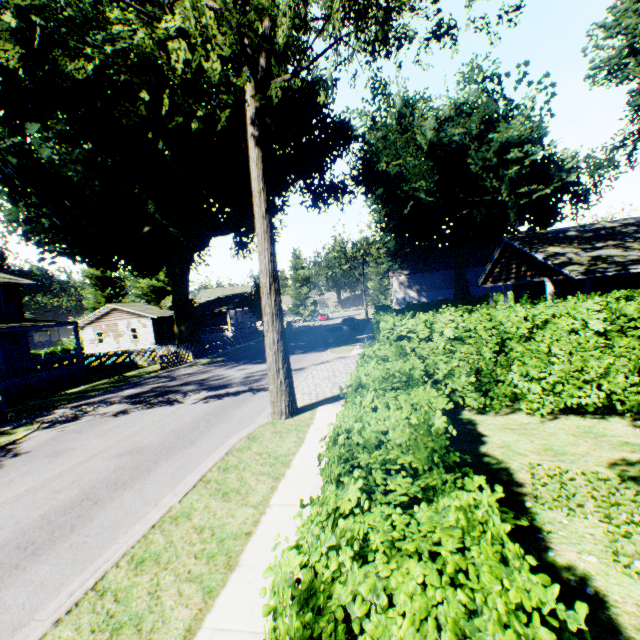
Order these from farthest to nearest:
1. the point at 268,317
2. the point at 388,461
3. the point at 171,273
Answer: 1. the point at 171,273
2. the point at 268,317
3. the point at 388,461

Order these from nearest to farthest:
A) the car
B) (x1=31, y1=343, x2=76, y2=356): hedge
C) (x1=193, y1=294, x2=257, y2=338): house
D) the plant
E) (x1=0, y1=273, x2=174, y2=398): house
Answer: the plant, (x1=0, y1=273, x2=174, y2=398): house, the car, (x1=31, y1=343, x2=76, y2=356): hedge, (x1=193, y1=294, x2=257, y2=338): house

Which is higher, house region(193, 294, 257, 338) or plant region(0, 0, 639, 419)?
plant region(0, 0, 639, 419)

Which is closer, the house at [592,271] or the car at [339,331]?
the house at [592,271]

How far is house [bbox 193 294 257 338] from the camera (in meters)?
47.91

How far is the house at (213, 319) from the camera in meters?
47.9

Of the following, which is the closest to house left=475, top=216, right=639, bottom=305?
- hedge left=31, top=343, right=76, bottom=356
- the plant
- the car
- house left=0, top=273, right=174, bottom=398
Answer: the plant

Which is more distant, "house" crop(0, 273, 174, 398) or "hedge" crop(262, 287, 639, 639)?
"house" crop(0, 273, 174, 398)
